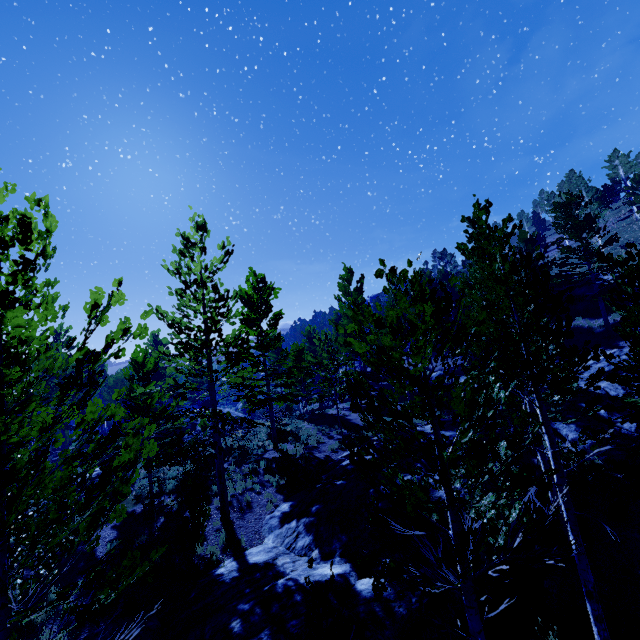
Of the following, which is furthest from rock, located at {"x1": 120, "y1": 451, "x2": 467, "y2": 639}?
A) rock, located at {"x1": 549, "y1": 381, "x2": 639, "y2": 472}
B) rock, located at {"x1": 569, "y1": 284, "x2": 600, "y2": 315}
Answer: rock, located at {"x1": 569, "y1": 284, "x2": 600, "y2": 315}

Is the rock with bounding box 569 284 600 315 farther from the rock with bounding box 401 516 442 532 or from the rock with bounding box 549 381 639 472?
the rock with bounding box 401 516 442 532

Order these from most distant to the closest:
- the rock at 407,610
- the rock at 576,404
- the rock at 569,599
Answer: the rock at 576,404
the rock at 569,599
the rock at 407,610

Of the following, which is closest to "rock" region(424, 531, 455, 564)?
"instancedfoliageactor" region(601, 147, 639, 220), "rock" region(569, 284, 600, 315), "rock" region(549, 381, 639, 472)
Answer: "instancedfoliageactor" region(601, 147, 639, 220)

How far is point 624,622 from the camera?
7.30m

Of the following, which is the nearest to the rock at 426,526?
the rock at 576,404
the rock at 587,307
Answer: the rock at 576,404

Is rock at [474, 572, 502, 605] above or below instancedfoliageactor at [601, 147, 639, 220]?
below

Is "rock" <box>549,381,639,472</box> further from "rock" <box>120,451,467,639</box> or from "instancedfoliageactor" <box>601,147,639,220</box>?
"rock" <box>120,451,467,639</box>
